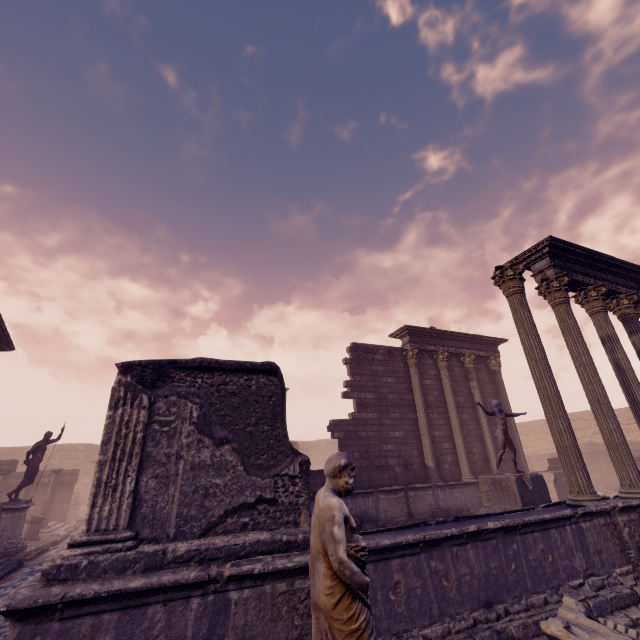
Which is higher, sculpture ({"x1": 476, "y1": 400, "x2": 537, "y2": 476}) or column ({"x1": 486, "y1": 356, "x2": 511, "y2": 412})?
column ({"x1": 486, "y1": 356, "x2": 511, "y2": 412})

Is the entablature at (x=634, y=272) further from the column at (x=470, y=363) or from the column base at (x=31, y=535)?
the column base at (x=31, y=535)

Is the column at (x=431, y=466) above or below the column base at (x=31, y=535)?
above

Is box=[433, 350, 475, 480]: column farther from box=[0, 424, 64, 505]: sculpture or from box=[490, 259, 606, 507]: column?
box=[0, 424, 64, 505]: sculpture

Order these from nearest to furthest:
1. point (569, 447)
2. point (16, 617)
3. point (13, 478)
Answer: point (16, 617) < point (569, 447) < point (13, 478)

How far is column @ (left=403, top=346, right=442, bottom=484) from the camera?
12.59m

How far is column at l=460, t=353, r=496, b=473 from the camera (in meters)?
14.07

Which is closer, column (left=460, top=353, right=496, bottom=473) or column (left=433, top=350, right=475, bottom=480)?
column (left=433, top=350, right=475, bottom=480)
